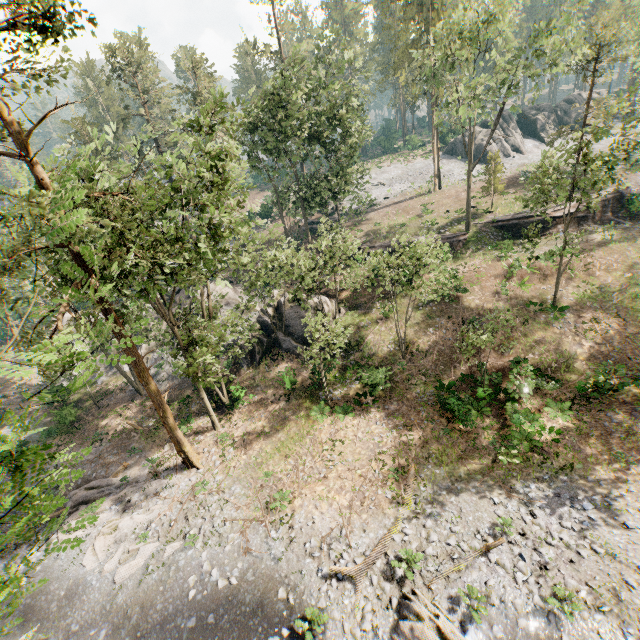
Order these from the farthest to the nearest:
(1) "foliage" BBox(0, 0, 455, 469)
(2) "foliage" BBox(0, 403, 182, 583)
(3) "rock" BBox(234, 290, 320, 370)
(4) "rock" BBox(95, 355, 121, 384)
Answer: (4) "rock" BBox(95, 355, 121, 384) → (3) "rock" BBox(234, 290, 320, 370) → (1) "foliage" BBox(0, 0, 455, 469) → (2) "foliage" BBox(0, 403, 182, 583)

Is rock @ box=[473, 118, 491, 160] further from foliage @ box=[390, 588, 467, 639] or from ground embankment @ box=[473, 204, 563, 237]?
ground embankment @ box=[473, 204, 563, 237]

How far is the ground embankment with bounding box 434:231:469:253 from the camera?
32.2 meters

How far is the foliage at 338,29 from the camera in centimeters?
3034cm

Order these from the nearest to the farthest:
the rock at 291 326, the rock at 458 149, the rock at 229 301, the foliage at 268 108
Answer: the foliage at 268 108 < the rock at 291 326 < the rock at 229 301 < the rock at 458 149

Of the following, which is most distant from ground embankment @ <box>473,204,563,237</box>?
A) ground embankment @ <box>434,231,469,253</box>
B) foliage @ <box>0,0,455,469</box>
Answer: ground embankment @ <box>434,231,469,253</box>

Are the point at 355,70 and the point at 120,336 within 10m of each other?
no

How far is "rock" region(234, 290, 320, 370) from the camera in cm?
2677
